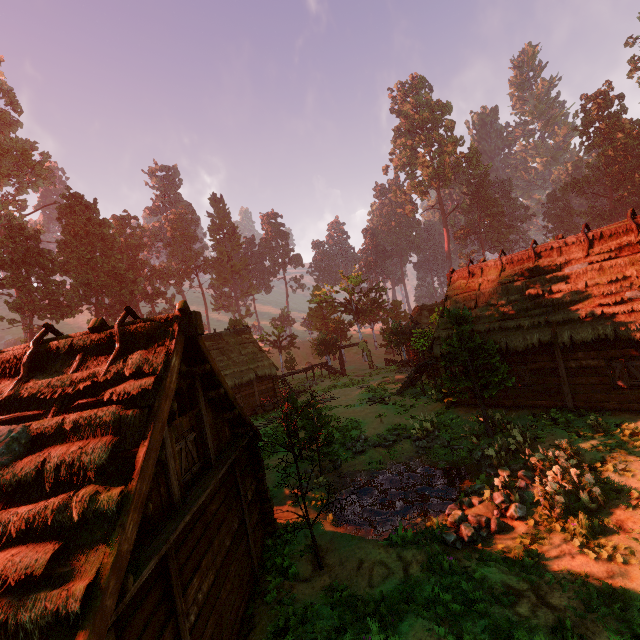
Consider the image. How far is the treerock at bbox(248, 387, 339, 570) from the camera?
9.6m

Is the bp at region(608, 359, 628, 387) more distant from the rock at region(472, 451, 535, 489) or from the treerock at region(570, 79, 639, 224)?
the rock at region(472, 451, 535, 489)

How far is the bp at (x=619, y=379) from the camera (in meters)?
12.74

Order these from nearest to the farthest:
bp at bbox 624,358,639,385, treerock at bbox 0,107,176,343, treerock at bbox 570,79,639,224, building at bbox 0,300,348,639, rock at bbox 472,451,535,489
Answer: building at bbox 0,300,348,639 → rock at bbox 472,451,535,489 → bp at bbox 624,358,639,385 → treerock at bbox 0,107,176,343 → treerock at bbox 570,79,639,224

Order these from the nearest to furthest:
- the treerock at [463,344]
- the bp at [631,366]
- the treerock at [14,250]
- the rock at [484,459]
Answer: the rock at [484,459] < the bp at [631,366] < the treerock at [463,344] < the treerock at [14,250]

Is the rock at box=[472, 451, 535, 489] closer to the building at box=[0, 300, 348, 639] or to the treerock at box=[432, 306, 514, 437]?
the treerock at box=[432, 306, 514, 437]

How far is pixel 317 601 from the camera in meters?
8.2 m
